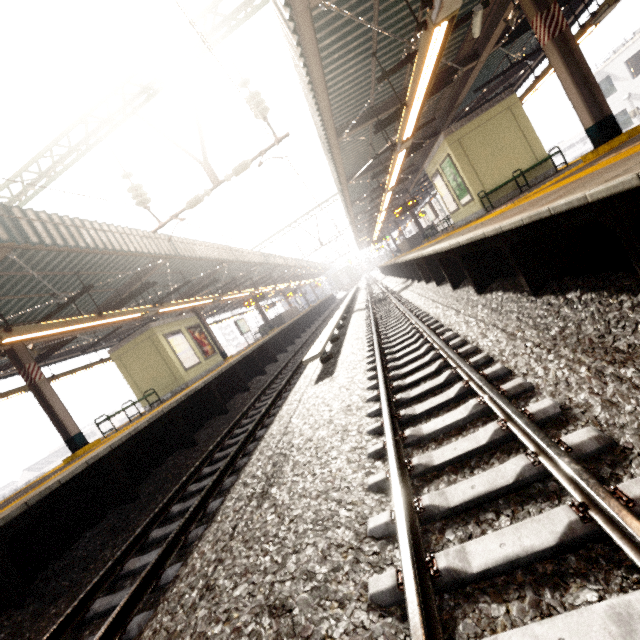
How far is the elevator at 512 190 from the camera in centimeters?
1041cm

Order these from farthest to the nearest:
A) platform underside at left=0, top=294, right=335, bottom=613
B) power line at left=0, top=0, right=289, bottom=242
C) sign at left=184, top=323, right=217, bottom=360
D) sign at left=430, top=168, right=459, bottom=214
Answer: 1. sign at left=184, top=323, right=217, bottom=360
2. sign at left=430, top=168, right=459, bottom=214
3. power line at left=0, top=0, right=289, bottom=242
4. platform underside at left=0, top=294, right=335, bottom=613

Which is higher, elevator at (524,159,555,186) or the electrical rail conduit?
elevator at (524,159,555,186)

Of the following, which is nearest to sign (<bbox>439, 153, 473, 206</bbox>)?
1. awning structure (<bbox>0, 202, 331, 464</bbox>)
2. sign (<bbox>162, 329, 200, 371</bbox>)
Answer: awning structure (<bbox>0, 202, 331, 464</bbox>)

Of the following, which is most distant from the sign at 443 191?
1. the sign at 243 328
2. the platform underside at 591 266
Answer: the sign at 243 328

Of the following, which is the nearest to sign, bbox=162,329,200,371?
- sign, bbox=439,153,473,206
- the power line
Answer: the power line

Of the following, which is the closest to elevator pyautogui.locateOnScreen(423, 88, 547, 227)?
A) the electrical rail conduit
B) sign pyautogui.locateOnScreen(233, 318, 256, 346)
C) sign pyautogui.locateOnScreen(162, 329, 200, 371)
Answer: the electrical rail conduit

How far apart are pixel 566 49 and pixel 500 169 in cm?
425
